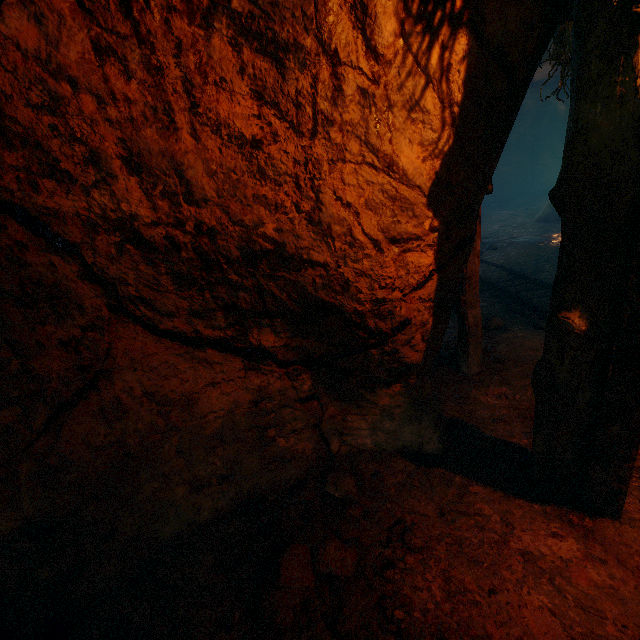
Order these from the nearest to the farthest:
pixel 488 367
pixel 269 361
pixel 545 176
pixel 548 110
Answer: pixel 269 361
pixel 488 367
pixel 548 110
pixel 545 176

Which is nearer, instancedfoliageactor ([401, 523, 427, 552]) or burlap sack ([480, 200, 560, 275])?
instancedfoliageactor ([401, 523, 427, 552])

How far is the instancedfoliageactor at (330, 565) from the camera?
1.9 meters

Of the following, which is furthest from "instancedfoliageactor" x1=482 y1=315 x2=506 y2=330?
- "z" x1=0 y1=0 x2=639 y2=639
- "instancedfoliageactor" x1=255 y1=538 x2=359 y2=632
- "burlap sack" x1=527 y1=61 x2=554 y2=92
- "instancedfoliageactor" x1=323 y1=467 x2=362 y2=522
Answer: "instancedfoliageactor" x1=255 y1=538 x2=359 y2=632

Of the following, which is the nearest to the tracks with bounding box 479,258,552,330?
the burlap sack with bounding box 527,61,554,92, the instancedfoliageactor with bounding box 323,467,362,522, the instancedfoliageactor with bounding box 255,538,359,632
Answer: the burlap sack with bounding box 527,61,554,92

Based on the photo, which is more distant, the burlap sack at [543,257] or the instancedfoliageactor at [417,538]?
the burlap sack at [543,257]

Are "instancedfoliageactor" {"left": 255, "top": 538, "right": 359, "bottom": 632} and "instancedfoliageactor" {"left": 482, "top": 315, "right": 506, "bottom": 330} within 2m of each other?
no

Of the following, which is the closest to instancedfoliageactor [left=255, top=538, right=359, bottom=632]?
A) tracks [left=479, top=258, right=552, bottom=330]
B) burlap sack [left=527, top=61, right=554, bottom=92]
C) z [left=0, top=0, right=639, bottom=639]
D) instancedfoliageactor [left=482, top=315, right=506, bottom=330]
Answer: z [left=0, top=0, right=639, bottom=639]
